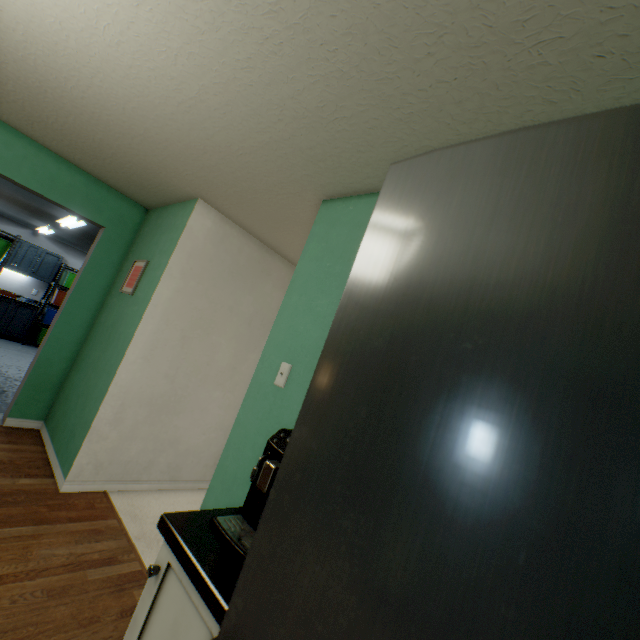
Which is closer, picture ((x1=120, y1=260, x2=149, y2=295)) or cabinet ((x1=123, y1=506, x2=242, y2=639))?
cabinet ((x1=123, y1=506, x2=242, y2=639))

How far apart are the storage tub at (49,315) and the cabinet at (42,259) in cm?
59

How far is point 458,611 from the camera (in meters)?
0.42

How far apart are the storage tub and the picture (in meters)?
6.04

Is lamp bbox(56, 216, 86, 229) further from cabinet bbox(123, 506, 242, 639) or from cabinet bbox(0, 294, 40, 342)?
cabinet bbox(123, 506, 242, 639)

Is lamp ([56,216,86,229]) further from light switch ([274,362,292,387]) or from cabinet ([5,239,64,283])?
light switch ([274,362,292,387])

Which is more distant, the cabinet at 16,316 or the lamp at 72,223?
the cabinet at 16,316

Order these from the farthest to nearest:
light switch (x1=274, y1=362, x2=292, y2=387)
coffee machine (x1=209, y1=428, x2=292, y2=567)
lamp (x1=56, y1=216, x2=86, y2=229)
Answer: lamp (x1=56, y1=216, x2=86, y2=229)
light switch (x1=274, y1=362, x2=292, y2=387)
coffee machine (x1=209, y1=428, x2=292, y2=567)
